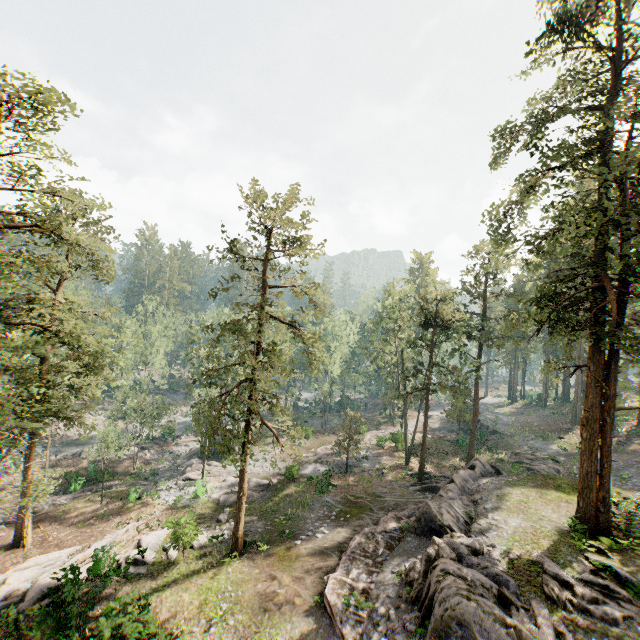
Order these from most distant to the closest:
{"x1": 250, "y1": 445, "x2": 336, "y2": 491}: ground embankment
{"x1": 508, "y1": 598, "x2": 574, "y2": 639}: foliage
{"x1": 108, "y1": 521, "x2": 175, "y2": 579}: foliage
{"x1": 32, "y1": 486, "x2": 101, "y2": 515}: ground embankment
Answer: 1. {"x1": 250, "y1": 445, "x2": 336, "y2": 491}: ground embankment
2. {"x1": 32, "y1": 486, "x2": 101, "y2": 515}: ground embankment
3. {"x1": 108, "y1": 521, "x2": 175, "y2": 579}: foliage
4. {"x1": 508, "y1": 598, "x2": 574, "y2": 639}: foliage

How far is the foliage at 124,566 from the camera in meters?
19.9 m

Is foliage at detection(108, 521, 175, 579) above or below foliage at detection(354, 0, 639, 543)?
below

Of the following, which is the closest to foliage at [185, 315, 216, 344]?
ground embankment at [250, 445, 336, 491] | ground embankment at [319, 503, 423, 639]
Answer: ground embankment at [250, 445, 336, 491]

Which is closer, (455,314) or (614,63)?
(614,63)

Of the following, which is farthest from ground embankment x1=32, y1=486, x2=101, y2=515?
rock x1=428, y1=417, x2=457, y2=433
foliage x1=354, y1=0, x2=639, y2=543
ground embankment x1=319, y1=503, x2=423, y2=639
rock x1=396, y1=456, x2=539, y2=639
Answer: rock x1=428, y1=417, x2=457, y2=433

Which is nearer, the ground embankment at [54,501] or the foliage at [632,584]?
the foliage at [632,584]
